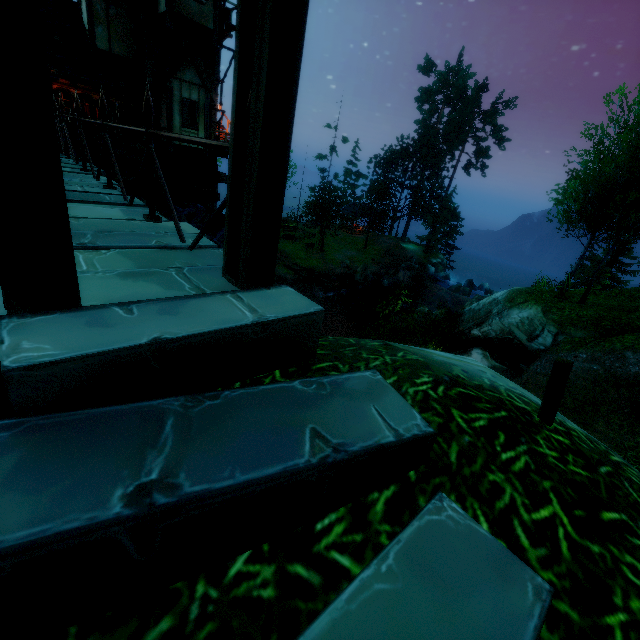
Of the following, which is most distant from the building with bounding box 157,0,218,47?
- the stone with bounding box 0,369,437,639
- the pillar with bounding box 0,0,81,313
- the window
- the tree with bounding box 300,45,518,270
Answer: the stone with bounding box 0,369,437,639

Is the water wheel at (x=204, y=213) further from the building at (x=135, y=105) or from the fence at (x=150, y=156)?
the fence at (x=150, y=156)

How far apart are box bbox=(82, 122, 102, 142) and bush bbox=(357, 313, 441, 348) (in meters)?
16.11

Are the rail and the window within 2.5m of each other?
no

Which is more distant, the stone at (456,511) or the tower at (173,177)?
the tower at (173,177)

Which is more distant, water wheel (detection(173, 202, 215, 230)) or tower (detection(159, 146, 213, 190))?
tower (detection(159, 146, 213, 190))

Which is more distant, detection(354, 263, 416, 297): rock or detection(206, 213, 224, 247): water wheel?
detection(354, 263, 416, 297): rock

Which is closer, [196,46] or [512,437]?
[512,437]
